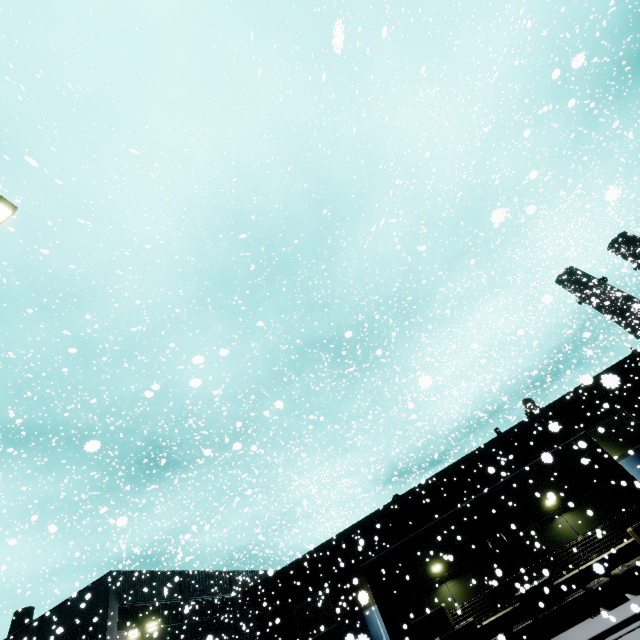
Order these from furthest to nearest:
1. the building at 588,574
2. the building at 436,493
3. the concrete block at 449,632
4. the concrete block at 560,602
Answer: the building at 436,493 < the concrete block at 449,632 < the building at 588,574 < the concrete block at 560,602

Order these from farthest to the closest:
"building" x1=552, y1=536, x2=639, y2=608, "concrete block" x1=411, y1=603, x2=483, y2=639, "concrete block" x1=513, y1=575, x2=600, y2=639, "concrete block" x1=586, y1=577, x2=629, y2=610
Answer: "concrete block" x1=411, y1=603, x2=483, y2=639 < "building" x1=552, y1=536, x2=639, y2=608 < "concrete block" x1=513, y1=575, x2=600, y2=639 < "concrete block" x1=586, y1=577, x2=629, y2=610

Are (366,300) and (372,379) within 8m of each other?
yes

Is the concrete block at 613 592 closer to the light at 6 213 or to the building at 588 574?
the building at 588 574

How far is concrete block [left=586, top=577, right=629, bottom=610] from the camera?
13.83m

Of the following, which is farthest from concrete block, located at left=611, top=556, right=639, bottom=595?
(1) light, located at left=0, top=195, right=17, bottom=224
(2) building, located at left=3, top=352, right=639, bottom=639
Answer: (1) light, located at left=0, top=195, right=17, bottom=224
